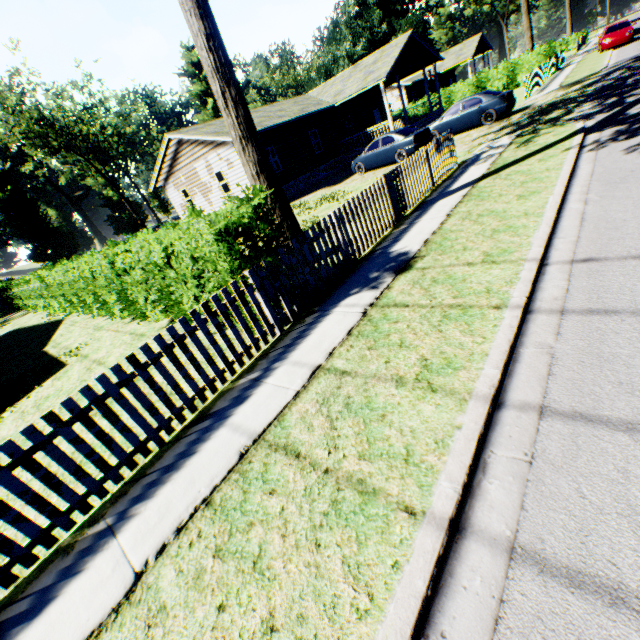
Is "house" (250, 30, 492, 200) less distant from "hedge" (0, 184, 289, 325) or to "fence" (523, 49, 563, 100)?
"fence" (523, 49, 563, 100)

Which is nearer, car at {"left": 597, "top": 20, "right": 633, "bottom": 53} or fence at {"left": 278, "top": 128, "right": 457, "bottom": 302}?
fence at {"left": 278, "top": 128, "right": 457, "bottom": 302}

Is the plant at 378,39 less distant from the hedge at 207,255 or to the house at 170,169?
the house at 170,169

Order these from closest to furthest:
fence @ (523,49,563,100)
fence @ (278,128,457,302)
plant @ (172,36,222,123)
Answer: fence @ (278,128,457,302), fence @ (523,49,563,100), plant @ (172,36,222,123)

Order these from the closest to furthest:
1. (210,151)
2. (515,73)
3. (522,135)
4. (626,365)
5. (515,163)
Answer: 1. (626,365)
2. (515,163)
3. (522,135)
4. (210,151)
5. (515,73)

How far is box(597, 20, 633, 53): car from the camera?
24.31m

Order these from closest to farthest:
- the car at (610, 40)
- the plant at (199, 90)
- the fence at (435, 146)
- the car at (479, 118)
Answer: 1. the fence at (435, 146)
2. the car at (479, 118)
3. the car at (610, 40)
4. the plant at (199, 90)

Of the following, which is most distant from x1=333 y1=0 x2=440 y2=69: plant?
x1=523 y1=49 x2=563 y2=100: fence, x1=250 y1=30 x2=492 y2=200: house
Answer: x1=250 y1=30 x2=492 y2=200: house
